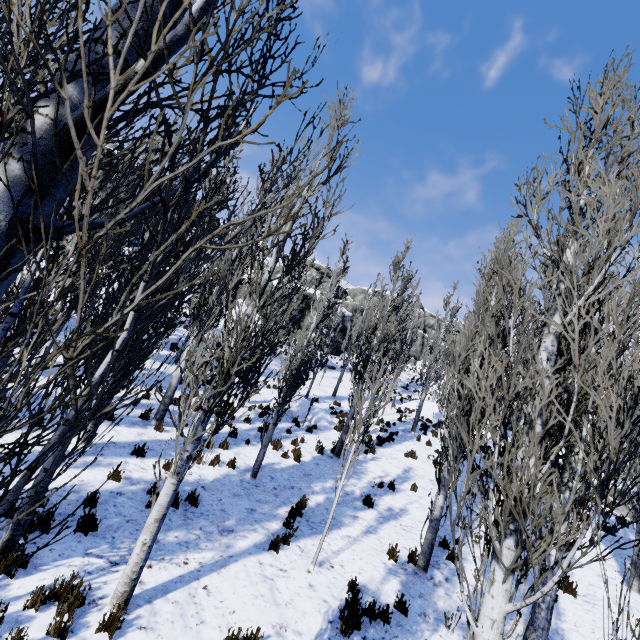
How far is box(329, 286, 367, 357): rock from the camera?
35.5 meters

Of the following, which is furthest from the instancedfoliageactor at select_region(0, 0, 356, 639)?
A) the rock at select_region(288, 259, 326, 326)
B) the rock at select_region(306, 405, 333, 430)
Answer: the rock at select_region(306, 405, 333, 430)

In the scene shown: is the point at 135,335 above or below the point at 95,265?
below

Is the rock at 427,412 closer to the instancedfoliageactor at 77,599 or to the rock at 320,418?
the instancedfoliageactor at 77,599

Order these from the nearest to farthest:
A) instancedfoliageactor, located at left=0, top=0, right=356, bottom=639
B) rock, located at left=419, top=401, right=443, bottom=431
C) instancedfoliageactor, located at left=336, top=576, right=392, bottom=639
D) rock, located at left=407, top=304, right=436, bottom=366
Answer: instancedfoliageactor, located at left=0, top=0, right=356, bottom=639 < instancedfoliageactor, located at left=336, top=576, right=392, bottom=639 < rock, located at left=419, top=401, right=443, bottom=431 < rock, located at left=407, top=304, right=436, bottom=366

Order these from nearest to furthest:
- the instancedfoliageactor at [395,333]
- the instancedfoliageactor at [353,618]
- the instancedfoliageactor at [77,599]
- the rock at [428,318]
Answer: the instancedfoliageactor at [77,599] → the instancedfoliageactor at [353,618] → the instancedfoliageactor at [395,333] → the rock at [428,318]

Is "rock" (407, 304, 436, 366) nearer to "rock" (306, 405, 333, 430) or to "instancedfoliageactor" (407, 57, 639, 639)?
"instancedfoliageactor" (407, 57, 639, 639)
